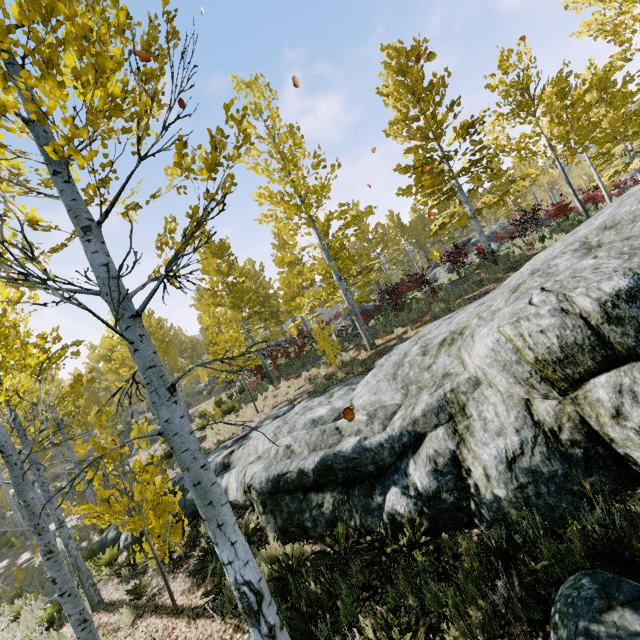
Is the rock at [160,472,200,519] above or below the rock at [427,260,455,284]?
below

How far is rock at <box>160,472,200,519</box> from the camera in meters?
9.1

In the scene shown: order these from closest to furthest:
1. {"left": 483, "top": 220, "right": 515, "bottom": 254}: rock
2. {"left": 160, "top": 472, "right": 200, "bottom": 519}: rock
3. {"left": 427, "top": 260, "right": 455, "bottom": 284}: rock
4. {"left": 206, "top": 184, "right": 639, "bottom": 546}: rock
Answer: {"left": 206, "top": 184, "right": 639, "bottom": 546}: rock < {"left": 160, "top": 472, "right": 200, "bottom": 519}: rock < {"left": 483, "top": 220, "right": 515, "bottom": 254}: rock < {"left": 427, "top": 260, "right": 455, "bottom": 284}: rock

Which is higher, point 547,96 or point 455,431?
point 547,96

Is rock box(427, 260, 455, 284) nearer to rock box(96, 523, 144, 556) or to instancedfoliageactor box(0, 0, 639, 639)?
instancedfoliageactor box(0, 0, 639, 639)

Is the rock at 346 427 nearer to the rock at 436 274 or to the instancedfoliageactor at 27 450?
the instancedfoliageactor at 27 450

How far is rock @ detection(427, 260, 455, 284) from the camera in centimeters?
2060cm
